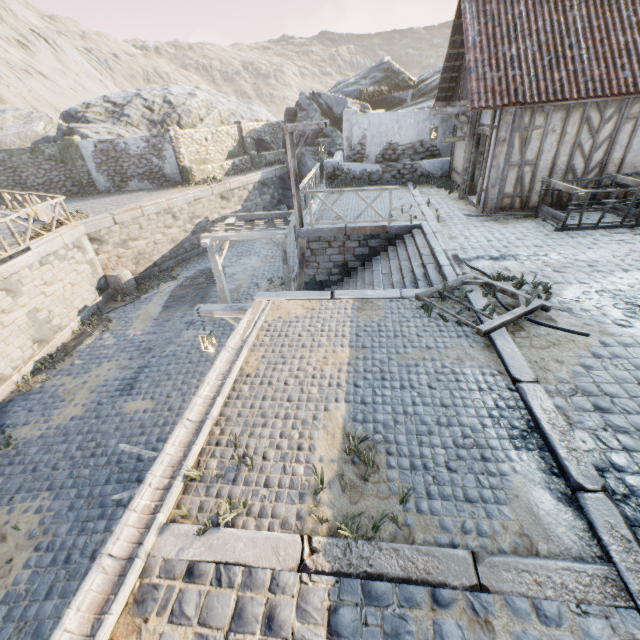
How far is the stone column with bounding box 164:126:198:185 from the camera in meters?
19.5 m

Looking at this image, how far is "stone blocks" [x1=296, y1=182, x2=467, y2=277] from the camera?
7.6m

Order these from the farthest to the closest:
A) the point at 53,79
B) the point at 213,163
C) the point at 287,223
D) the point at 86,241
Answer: the point at 53,79 → the point at 213,163 → the point at 86,241 → the point at 287,223

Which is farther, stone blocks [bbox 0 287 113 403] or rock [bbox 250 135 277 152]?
rock [bbox 250 135 277 152]

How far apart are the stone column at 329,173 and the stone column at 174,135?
8.94m

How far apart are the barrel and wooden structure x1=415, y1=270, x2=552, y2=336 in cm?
1387

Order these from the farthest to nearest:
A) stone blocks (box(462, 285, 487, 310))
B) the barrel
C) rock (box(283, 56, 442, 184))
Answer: rock (box(283, 56, 442, 184)), the barrel, stone blocks (box(462, 285, 487, 310))

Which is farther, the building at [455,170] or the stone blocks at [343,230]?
the building at [455,170]
